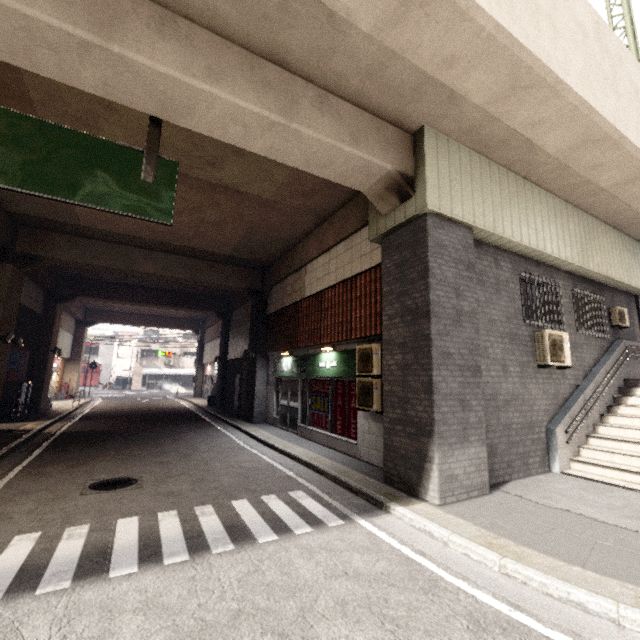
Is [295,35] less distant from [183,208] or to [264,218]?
[264,218]

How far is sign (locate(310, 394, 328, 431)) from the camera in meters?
9.9

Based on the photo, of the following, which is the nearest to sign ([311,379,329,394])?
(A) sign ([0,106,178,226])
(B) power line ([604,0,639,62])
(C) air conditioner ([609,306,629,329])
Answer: (A) sign ([0,106,178,226])

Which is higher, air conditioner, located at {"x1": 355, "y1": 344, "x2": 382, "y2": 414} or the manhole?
air conditioner, located at {"x1": 355, "y1": 344, "x2": 382, "y2": 414}

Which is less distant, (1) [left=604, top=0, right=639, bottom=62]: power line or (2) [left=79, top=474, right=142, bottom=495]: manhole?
(2) [left=79, top=474, right=142, bottom=495]: manhole

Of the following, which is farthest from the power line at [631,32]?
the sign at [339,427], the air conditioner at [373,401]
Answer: the sign at [339,427]

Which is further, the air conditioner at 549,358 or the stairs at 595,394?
the air conditioner at 549,358

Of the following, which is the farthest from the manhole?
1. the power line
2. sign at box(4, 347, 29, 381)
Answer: the power line
